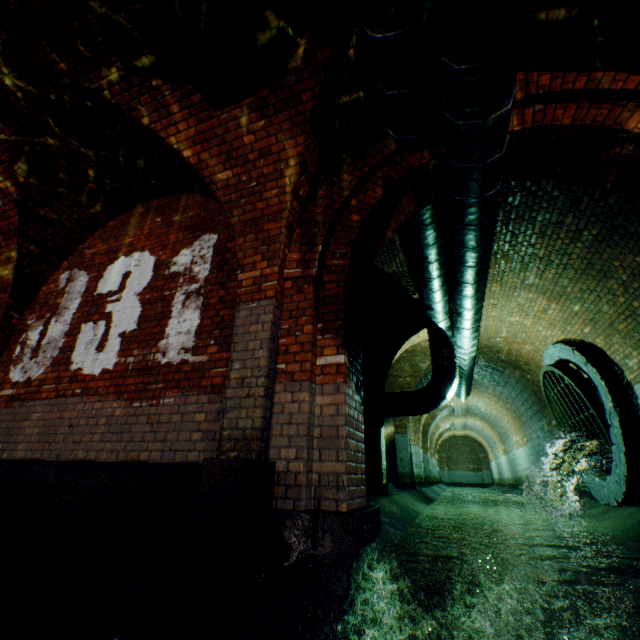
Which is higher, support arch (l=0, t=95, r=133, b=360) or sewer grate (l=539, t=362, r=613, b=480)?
support arch (l=0, t=95, r=133, b=360)

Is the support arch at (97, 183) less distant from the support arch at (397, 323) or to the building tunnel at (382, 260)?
the building tunnel at (382, 260)

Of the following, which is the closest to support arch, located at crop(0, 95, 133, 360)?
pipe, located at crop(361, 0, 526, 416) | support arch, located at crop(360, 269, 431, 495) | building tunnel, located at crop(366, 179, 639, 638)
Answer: building tunnel, located at crop(366, 179, 639, 638)

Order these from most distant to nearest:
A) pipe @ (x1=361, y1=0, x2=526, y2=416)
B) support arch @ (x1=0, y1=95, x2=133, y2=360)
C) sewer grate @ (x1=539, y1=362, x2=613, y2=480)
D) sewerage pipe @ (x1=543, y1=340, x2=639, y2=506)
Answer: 1. sewer grate @ (x1=539, y1=362, x2=613, y2=480)
2. sewerage pipe @ (x1=543, y1=340, x2=639, y2=506)
3. support arch @ (x1=0, y1=95, x2=133, y2=360)
4. pipe @ (x1=361, y1=0, x2=526, y2=416)

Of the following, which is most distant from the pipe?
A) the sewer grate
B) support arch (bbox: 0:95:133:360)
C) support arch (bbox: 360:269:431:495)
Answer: support arch (bbox: 0:95:133:360)

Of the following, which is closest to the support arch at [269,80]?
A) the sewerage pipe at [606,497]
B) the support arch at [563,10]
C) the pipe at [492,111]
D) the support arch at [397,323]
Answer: the pipe at [492,111]

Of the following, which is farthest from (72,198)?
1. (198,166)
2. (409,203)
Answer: (409,203)

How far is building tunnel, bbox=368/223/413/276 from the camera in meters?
6.0 m
